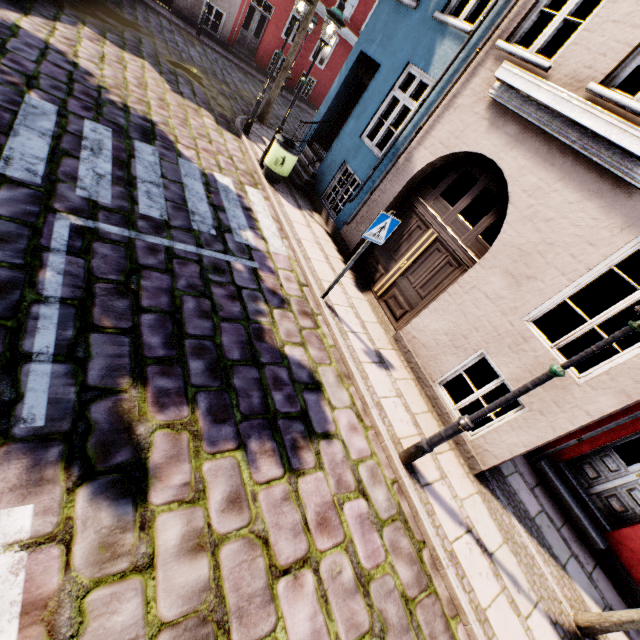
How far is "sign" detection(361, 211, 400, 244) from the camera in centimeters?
489cm

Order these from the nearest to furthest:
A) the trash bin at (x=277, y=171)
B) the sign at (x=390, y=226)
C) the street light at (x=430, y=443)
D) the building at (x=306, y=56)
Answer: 1. the street light at (x=430, y=443)
2. the sign at (x=390, y=226)
3. the trash bin at (x=277, y=171)
4. the building at (x=306, y=56)

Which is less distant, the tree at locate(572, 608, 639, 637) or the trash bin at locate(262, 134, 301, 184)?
the tree at locate(572, 608, 639, 637)

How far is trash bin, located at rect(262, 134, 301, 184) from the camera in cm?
786

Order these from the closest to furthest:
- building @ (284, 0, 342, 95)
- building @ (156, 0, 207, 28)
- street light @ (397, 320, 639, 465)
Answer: street light @ (397, 320, 639, 465)
building @ (156, 0, 207, 28)
building @ (284, 0, 342, 95)

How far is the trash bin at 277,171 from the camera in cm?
786

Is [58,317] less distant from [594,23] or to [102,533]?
[102,533]

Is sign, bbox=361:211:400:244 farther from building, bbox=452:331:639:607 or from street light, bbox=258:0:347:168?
street light, bbox=258:0:347:168
